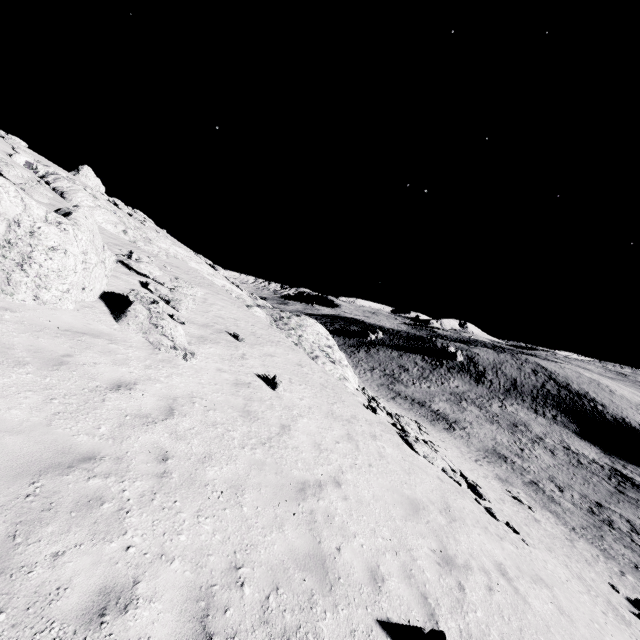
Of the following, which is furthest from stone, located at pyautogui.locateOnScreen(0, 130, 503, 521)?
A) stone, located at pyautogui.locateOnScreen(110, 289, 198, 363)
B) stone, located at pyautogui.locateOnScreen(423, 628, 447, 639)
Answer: stone, located at pyautogui.locateOnScreen(423, 628, 447, 639)

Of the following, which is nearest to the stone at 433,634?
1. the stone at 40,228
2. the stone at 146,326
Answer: the stone at 146,326

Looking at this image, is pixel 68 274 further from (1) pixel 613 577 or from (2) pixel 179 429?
(1) pixel 613 577

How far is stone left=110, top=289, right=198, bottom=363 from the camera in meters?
9.1 m

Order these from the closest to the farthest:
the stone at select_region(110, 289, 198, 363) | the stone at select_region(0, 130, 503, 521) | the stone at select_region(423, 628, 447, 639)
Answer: the stone at select_region(423, 628, 447, 639) < the stone at select_region(0, 130, 503, 521) < the stone at select_region(110, 289, 198, 363)

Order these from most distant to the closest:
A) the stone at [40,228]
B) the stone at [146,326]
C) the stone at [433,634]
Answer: the stone at [146,326] < the stone at [40,228] < the stone at [433,634]

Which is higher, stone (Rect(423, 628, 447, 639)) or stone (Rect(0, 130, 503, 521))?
stone (Rect(0, 130, 503, 521))

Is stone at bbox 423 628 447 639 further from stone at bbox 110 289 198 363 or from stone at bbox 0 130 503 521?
stone at bbox 0 130 503 521
